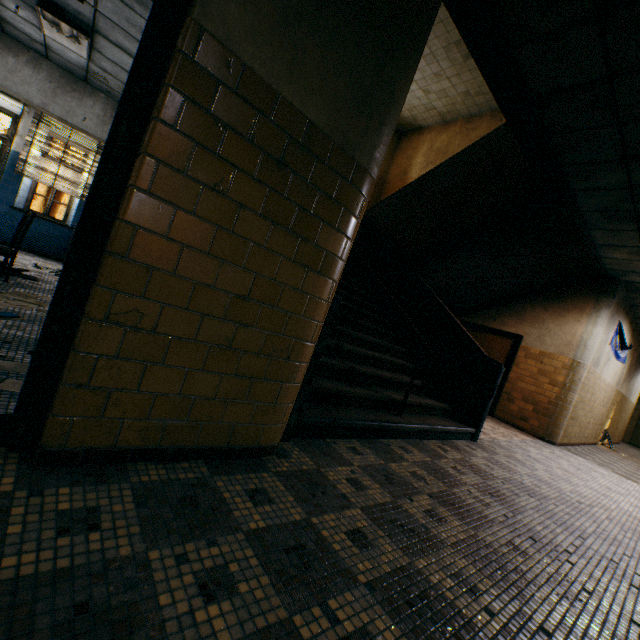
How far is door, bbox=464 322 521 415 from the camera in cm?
837

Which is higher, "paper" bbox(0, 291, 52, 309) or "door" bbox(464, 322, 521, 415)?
"door" bbox(464, 322, 521, 415)

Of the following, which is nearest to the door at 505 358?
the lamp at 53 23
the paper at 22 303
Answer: the paper at 22 303

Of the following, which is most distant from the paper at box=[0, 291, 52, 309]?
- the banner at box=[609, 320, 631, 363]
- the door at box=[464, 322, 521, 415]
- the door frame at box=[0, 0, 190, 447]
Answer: the banner at box=[609, 320, 631, 363]

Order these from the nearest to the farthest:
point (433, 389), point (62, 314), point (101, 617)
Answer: point (101, 617)
point (62, 314)
point (433, 389)

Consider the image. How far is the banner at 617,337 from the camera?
8.1m

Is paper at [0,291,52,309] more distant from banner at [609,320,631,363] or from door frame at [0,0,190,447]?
banner at [609,320,631,363]

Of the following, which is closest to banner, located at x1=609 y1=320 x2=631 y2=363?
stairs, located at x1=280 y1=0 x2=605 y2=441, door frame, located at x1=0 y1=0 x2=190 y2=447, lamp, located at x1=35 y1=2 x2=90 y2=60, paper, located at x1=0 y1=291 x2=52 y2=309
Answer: stairs, located at x1=280 y1=0 x2=605 y2=441
